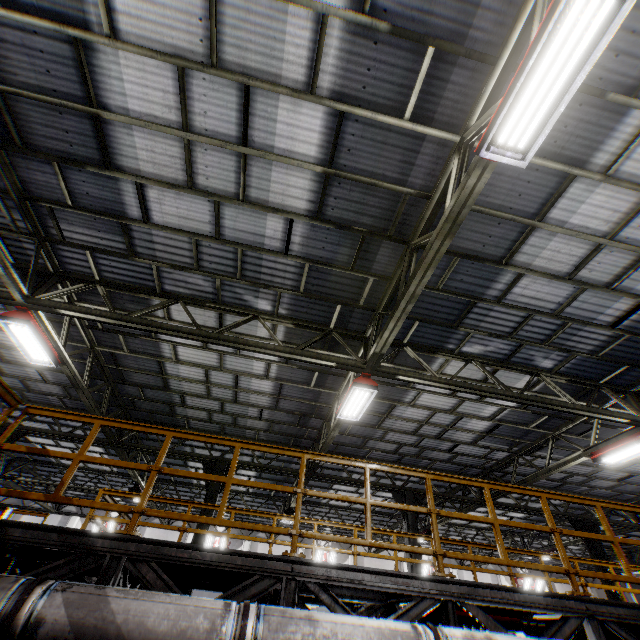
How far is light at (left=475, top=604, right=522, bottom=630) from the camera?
4.95m

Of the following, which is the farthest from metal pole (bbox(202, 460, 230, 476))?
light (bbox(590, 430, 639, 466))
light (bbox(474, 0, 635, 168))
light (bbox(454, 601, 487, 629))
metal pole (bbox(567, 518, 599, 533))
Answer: metal pole (bbox(567, 518, 599, 533))

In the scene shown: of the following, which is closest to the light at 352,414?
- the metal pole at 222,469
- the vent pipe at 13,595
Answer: the vent pipe at 13,595

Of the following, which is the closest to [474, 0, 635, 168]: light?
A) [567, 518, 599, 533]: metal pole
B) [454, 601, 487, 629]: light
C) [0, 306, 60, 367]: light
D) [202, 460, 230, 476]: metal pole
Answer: [454, 601, 487, 629]: light

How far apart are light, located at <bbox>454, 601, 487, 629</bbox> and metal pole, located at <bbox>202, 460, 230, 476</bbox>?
7.8 meters

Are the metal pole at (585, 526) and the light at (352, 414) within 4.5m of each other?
no

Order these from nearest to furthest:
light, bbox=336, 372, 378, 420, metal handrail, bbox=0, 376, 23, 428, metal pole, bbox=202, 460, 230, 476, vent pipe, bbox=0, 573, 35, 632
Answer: vent pipe, bbox=0, 573, 35, 632 → metal handrail, bbox=0, 376, 23, 428 → light, bbox=336, 372, 378, 420 → metal pole, bbox=202, 460, 230, 476

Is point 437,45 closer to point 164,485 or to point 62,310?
point 62,310
